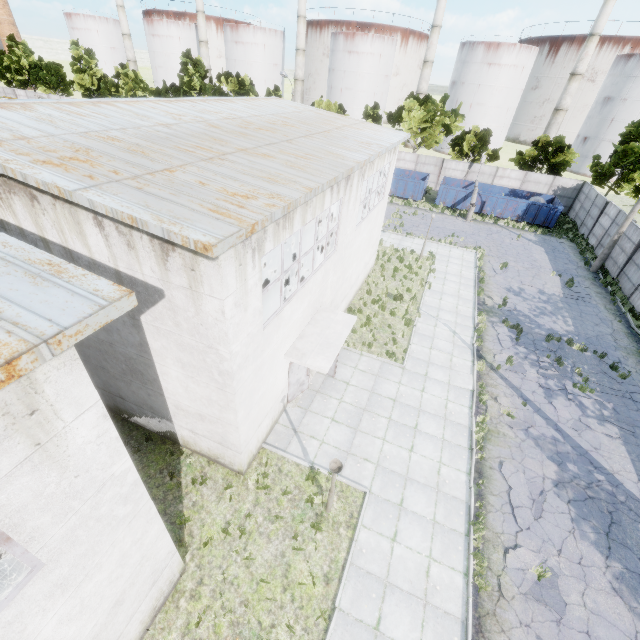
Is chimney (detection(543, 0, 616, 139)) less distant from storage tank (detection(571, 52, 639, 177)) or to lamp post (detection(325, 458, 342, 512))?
storage tank (detection(571, 52, 639, 177))

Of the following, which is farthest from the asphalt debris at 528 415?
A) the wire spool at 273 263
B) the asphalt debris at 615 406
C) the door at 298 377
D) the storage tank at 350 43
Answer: the storage tank at 350 43

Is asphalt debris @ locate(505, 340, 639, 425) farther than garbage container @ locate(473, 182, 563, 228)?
No

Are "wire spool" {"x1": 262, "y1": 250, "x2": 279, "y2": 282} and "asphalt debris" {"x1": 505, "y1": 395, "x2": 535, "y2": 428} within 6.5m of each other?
no

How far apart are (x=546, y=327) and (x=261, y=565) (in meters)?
18.50

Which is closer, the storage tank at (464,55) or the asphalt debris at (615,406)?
the asphalt debris at (615,406)

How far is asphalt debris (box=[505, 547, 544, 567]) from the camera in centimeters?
883cm

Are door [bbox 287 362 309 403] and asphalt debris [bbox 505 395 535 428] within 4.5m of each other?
no
